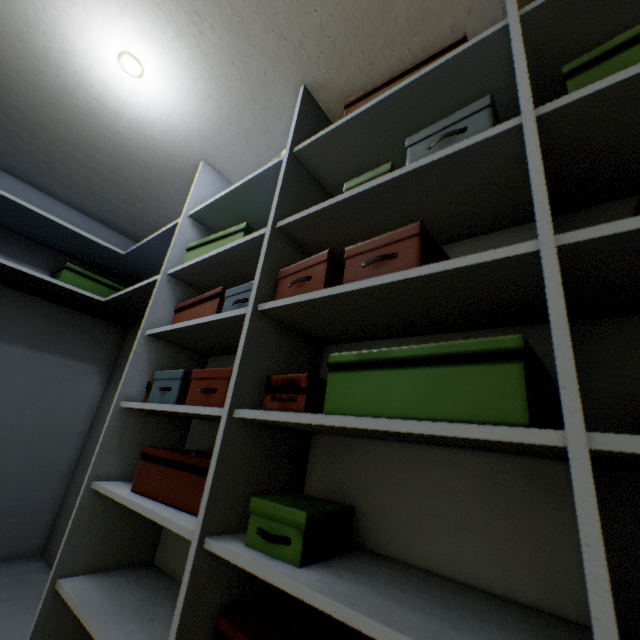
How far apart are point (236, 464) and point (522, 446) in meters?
0.6

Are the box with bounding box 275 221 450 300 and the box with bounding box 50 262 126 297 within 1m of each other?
no

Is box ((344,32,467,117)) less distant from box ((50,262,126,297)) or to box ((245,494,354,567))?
box ((245,494,354,567))

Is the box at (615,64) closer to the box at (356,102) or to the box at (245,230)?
the box at (356,102)

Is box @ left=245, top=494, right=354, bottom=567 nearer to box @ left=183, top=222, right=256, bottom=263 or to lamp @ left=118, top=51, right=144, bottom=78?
box @ left=183, top=222, right=256, bottom=263

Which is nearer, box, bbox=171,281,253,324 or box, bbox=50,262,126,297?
box, bbox=171,281,253,324

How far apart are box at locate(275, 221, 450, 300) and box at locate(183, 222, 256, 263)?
0.44m

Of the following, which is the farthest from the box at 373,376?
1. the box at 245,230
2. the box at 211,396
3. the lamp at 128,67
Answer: the lamp at 128,67
